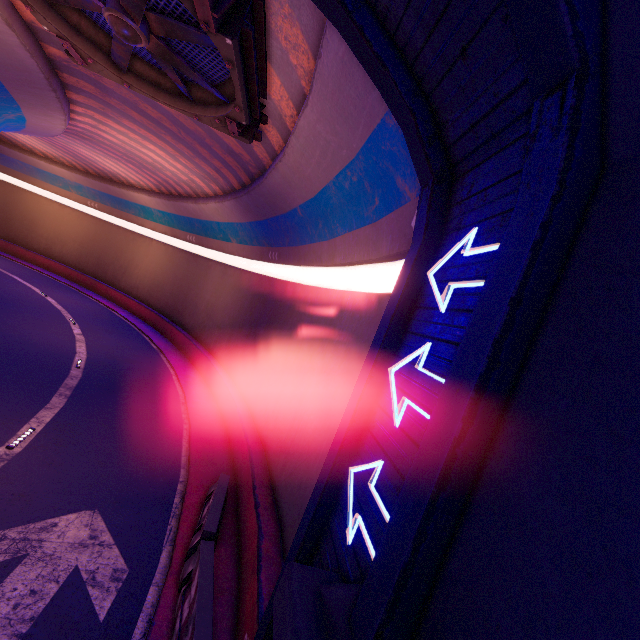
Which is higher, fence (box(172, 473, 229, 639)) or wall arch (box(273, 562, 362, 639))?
wall arch (box(273, 562, 362, 639))

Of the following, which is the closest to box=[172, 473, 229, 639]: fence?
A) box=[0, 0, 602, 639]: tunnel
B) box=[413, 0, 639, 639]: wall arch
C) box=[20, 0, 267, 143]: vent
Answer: box=[0, 0, 602, 639]: tunnel

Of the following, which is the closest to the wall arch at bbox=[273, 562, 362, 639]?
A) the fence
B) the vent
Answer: the fence

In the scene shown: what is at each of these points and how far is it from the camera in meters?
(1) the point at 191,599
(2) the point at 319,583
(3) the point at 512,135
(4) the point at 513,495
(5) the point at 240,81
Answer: (1) fence, 6.2 m
(2) wall arch, 3.2 m
(3) tunnel, 3.3 m
(4) wall arch, 2.1 m
(5) vent, 7.2 m

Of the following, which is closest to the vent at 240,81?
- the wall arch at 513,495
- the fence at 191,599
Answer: the wall arch at 513,495

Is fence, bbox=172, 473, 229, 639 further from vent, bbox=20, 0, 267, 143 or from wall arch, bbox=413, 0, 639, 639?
vent, bbox=20, 0, 267, 143

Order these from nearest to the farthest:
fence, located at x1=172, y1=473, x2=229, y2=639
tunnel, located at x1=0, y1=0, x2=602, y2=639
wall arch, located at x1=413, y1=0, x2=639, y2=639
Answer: wall arch, located at x1=413, y1=0, x2=639, y2=639
tunnel, located at x1=0, y1=0, x2=602, y2=639
fence, located at x1=172, y1=473, x2=229, y2=639

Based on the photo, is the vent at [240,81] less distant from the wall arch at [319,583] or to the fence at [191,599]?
the wall arch at [319,583]
